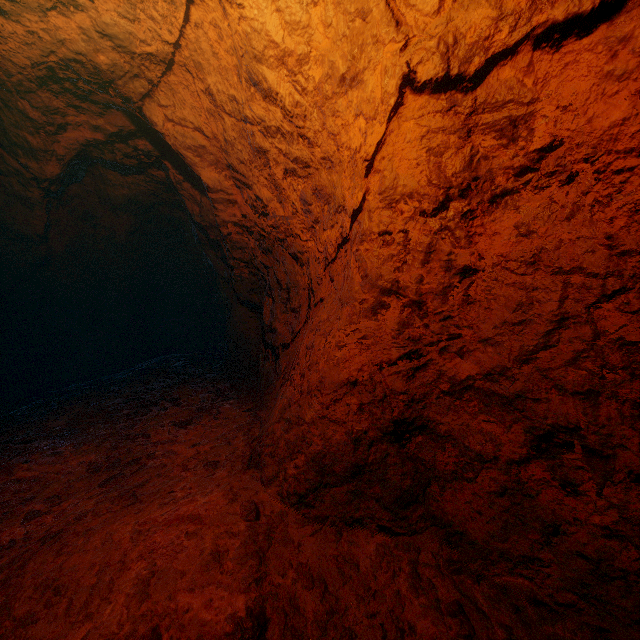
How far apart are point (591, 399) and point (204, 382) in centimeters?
436cm
